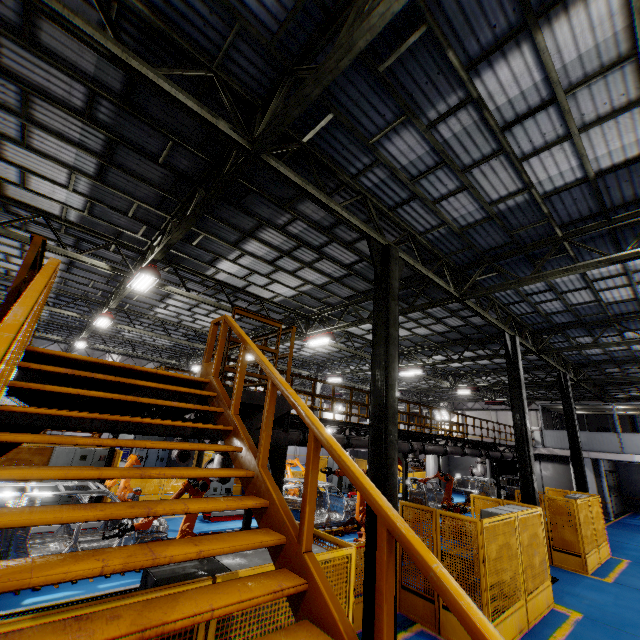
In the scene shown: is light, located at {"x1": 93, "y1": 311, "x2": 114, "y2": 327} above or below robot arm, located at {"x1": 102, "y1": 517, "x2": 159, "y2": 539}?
above

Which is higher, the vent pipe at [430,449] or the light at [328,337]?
the light at [328,337]

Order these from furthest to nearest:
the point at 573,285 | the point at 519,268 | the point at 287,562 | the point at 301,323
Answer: the point at 301,323 → the point at 573,285 → the point at 519,268 → the point at 287,562

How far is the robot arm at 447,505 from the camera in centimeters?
1422cm

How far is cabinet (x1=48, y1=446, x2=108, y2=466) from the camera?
13.02m

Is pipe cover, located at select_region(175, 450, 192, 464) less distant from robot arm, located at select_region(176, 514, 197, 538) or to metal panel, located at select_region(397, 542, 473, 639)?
robot arm, located at select_region(176, 514, 197, 538)

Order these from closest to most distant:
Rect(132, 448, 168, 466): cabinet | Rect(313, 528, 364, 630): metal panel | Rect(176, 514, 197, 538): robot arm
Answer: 1. Rect(313, 528, 364, 630): metal panel
2. Rect(176, 514, 197, 538): robot arm
3. Rect(132, 448, 168, 466): cabinet

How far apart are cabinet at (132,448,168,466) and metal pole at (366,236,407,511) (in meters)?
19.64
